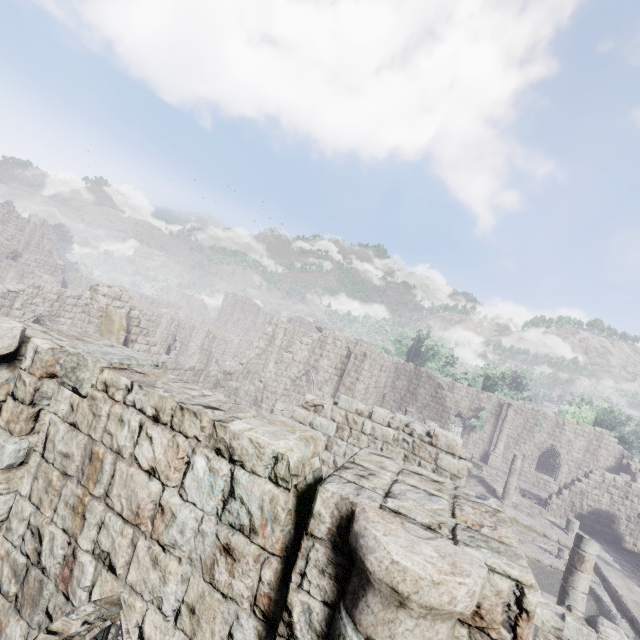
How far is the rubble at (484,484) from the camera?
22.14m

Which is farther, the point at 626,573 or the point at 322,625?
the point at 626,573

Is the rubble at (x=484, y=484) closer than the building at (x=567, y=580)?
No

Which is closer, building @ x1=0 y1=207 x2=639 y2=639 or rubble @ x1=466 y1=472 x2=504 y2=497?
building @ x1=0 y1=207 x2=639 y2=639

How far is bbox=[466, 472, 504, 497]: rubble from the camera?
22.14m
